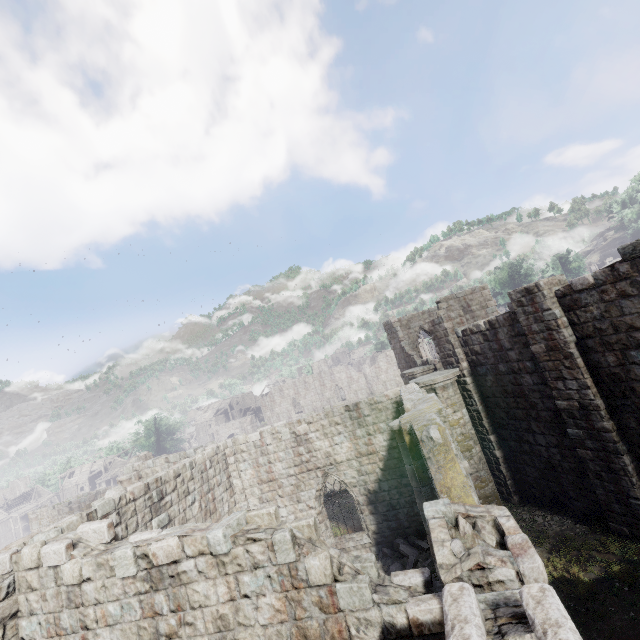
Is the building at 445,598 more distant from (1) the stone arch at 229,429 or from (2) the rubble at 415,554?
(1) the stone arch at 229,429

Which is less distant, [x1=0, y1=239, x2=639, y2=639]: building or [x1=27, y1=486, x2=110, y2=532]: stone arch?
[x1=0, y1=239, x2=639, y2=639]: building

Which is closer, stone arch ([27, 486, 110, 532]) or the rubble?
the rubble

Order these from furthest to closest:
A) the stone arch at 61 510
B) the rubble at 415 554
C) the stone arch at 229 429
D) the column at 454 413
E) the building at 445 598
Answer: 1. the stone arch at 229 429
2. the stone arch at 61 510
3. the column at 454 413
4. the rubble at 415 554
5. the building at 445 598

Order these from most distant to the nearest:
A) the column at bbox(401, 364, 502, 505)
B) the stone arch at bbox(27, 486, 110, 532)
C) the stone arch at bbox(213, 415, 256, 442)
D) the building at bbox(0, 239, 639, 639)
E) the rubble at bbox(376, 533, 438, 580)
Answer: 1. the stone arch at bbox(213, 415, 256, 442)
2. the stone arch at bbox(27, 486, 110, 532)
3. the column at bbox(401, 364, 502, 505)
4. the rubble at bbox(376, 533, 438, 580)
5. the building at bbox(0, 239, 639, 639)

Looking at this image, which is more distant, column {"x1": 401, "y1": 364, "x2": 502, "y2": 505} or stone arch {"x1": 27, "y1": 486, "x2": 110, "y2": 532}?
stone arch {"x1": 27, "y1": 486, "x2": 110, "y2": 532}

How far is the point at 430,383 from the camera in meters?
14.3 m

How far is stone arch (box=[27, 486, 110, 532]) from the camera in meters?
28.2
